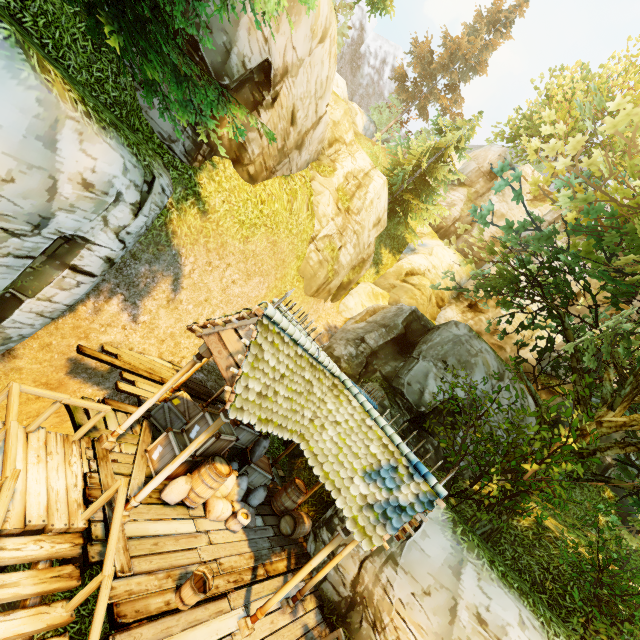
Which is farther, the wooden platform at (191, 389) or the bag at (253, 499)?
the wooden platform at (191, 389)

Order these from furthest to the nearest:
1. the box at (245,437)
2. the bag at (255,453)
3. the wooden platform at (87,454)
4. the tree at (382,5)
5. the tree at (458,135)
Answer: the tree at (458,135), the tree at (382,5), the bag at (255,453), the box at (245,437), the wooden platform at (87,454)

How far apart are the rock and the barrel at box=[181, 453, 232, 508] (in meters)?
38.66

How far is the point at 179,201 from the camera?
9.7m

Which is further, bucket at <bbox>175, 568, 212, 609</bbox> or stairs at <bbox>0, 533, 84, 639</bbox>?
bucket at <bbox>175, 568, 212, 609</bbox>

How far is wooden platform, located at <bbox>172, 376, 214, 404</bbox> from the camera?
11.4 meters

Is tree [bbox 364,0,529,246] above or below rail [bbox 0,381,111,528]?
above

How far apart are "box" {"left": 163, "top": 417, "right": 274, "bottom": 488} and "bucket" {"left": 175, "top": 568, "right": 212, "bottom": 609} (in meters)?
3.69
